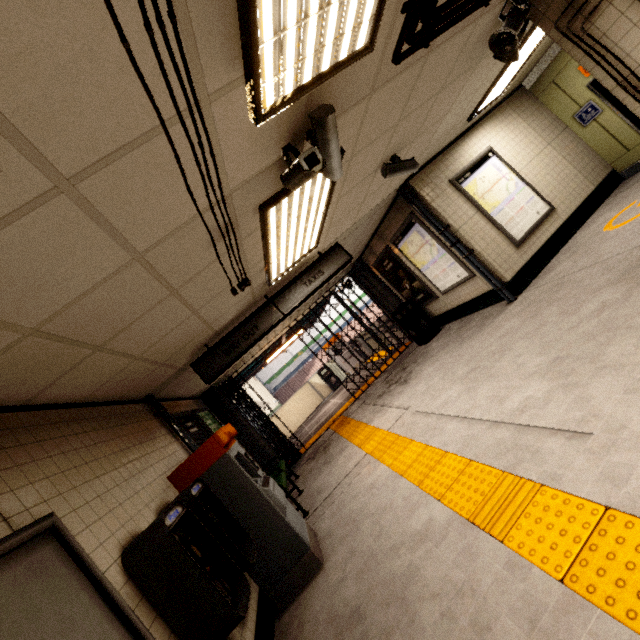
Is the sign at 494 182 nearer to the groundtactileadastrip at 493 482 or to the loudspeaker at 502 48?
the loudspeaker at 502 48

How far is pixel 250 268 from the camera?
3.8m

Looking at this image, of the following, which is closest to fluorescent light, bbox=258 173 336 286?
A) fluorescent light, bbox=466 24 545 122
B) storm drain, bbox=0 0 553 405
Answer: storm drain, bbox=0 0 553 405

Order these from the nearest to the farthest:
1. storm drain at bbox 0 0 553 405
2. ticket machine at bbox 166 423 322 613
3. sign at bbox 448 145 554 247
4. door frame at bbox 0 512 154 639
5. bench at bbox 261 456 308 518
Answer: storm drain at bbox 0 0 553 405 → door frame at bbox 0 512 154 639 → ticket machine at bbox 166 423 322 613 → bench at bbox 261 456 308 518 → sign at bbox 448 145 554 247

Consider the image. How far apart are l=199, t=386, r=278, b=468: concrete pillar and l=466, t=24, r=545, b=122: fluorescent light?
8.0m

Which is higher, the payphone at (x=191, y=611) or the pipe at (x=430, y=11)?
the pipe at (x=430, y=11)

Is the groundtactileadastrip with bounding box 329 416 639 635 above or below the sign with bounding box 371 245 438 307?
below

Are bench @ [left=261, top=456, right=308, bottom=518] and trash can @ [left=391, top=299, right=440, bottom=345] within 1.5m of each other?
no
